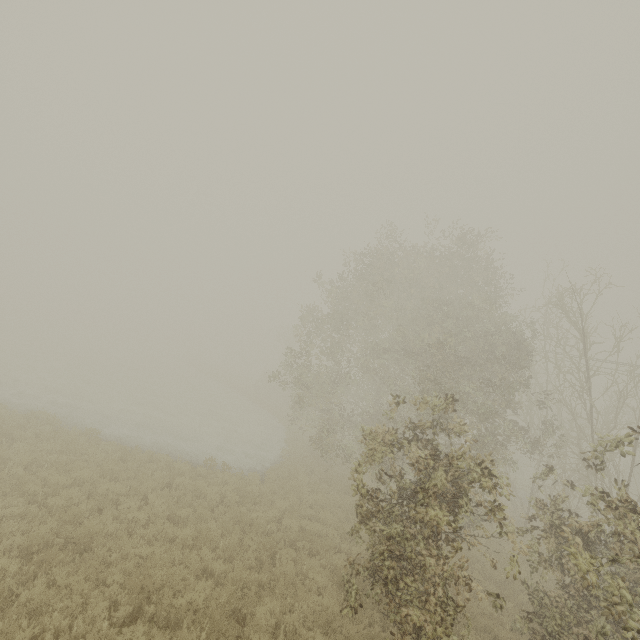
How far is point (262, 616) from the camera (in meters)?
6.90
